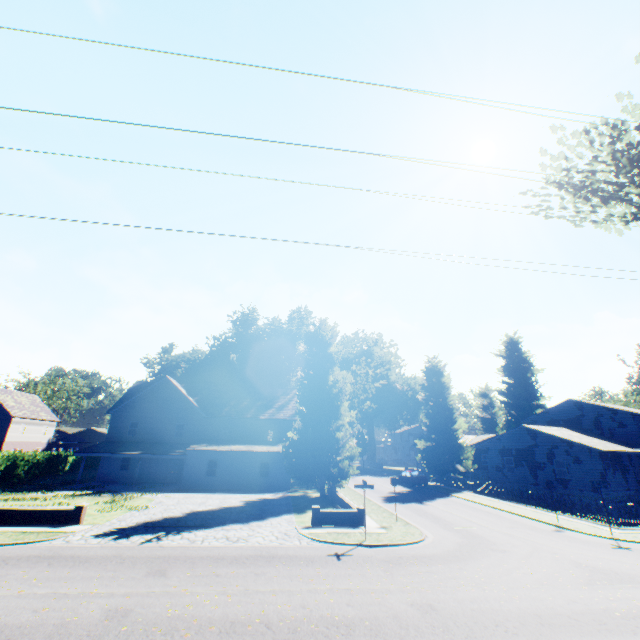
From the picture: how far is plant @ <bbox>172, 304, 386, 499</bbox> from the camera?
26.84m

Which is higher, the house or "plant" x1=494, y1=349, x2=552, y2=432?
"plant" x1=494, y1=349, x2=552, y2=432

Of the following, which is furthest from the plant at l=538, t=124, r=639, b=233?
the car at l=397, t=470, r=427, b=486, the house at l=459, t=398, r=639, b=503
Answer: the car at l=397, t=470, r=427, b=486

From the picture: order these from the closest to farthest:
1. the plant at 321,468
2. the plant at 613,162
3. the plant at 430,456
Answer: the plant at 613,162 → the plant at 321,468 → the plant at 430,456

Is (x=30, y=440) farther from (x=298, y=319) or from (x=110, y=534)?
(x=110, y=534)

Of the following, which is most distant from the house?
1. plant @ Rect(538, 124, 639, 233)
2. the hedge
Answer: the hedge

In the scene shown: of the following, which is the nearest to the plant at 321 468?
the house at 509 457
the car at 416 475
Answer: the house at 509 457
